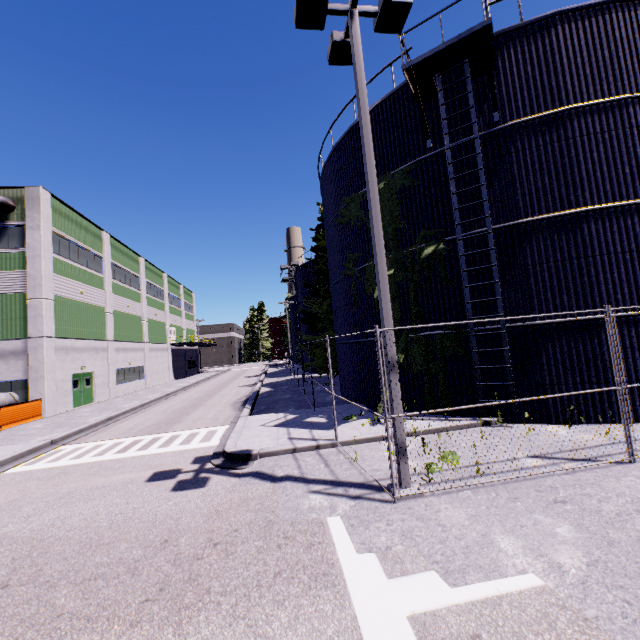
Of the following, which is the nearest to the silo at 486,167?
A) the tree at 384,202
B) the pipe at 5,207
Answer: the tree at 384,202

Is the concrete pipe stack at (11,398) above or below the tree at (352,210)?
below

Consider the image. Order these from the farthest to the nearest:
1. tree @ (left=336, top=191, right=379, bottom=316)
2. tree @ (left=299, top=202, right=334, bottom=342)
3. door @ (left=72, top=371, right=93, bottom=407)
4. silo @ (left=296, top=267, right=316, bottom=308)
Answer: silo @ (left=296, top=267, right=316, bottom=308), tree @ (left=299, top=202, right=334, bottom=342), door @ (left=72, top=371, right=93, bottom=407), tree @ (left=336, top=191, right=379, bottom=316)

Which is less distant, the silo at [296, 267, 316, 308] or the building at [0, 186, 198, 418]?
the building at [0, 186, 198, 418]

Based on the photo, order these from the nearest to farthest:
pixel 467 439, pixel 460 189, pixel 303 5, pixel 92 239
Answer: pixel 303 5 < pixel 467 439 < pixel 460 189 < pixel 92 239

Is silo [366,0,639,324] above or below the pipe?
below

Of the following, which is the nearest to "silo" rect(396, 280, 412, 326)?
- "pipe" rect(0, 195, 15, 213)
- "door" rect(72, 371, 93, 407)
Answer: "pipe" rect(0, 195, 15, 213)

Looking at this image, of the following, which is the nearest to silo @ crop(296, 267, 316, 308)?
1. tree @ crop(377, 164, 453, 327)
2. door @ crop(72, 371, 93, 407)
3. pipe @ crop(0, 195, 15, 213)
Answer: tree @ crop(377, 164, 453, 327)
